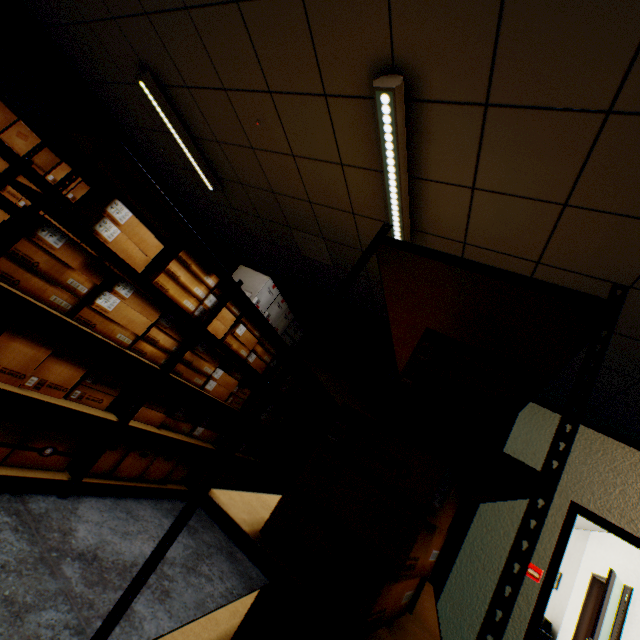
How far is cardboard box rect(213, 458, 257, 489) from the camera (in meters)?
3.58

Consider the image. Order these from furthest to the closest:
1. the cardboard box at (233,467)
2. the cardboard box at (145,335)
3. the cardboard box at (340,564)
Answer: the cardboard box at (233,467), the cardboard box at (145,335), the cardboard box at (340,564)

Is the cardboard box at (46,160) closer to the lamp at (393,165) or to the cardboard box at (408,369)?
the lamp at (393,165)

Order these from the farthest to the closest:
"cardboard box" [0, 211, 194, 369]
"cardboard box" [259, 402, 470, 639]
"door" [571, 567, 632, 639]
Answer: "door" [571, 567, 632, 639] → "cardboard box" [0, 211, 194, 369] → "cardboard box" [259, 402, 470, 639]

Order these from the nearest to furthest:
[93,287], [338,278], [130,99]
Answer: [93,287] < [130,99] < [338,278]

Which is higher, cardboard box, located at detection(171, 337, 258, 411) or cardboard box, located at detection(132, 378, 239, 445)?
cardboard box, located at detection(171, 337, 258, 411)

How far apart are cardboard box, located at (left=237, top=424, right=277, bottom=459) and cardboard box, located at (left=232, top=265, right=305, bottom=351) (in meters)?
0.94

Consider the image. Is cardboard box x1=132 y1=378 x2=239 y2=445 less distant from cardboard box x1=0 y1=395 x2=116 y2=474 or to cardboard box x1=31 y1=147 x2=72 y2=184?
cardboard box x1=0 y1=395 x2=116 y2=474
